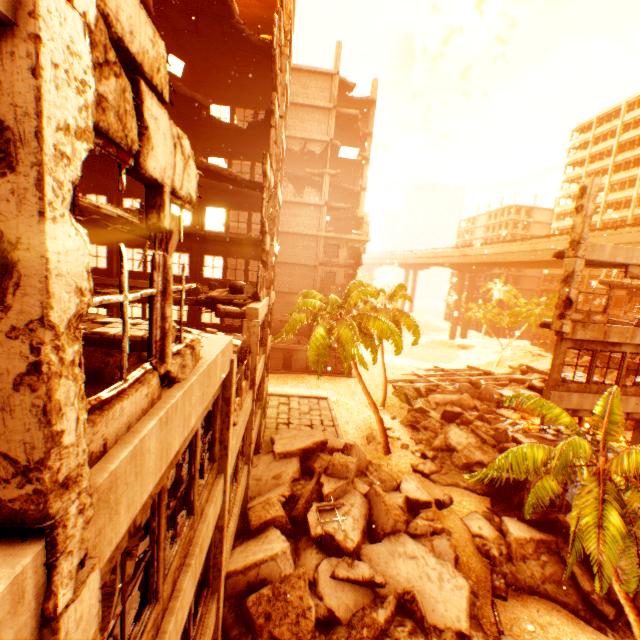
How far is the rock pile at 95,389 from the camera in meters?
7.1 m

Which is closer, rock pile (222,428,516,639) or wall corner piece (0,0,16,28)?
wall corner piece (0,0,16,28)

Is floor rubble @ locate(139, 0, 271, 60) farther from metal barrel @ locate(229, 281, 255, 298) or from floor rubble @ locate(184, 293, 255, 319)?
metal barrel @ locate(229, 281, 255, 298)

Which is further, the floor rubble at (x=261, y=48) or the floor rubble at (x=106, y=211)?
the floor rubble at (x=261, y=48)

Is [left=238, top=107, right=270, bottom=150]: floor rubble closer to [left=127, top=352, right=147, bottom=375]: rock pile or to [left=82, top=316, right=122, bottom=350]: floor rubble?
[left=82, top=316, right=122, bottom=350]: floor rubble

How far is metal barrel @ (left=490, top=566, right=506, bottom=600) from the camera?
12.12m

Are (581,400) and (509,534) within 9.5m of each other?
yes

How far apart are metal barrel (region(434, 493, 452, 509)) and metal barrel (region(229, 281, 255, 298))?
13.3 meters
